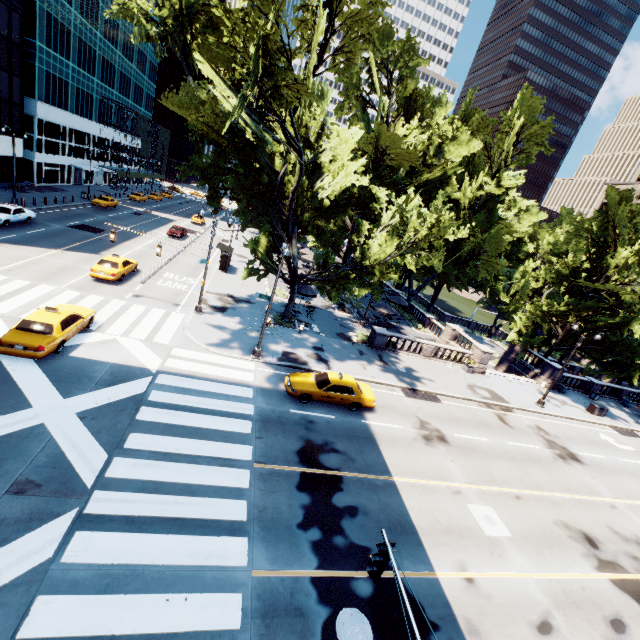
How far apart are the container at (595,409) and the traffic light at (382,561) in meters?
33.1

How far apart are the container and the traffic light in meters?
33.1

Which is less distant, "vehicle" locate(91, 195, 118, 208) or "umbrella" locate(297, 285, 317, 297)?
"umbrella" locate(297, 285, 317, 297)

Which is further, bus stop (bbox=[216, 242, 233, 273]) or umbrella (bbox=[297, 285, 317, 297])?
bus stop (bbox=[216, 242, 233, 273])

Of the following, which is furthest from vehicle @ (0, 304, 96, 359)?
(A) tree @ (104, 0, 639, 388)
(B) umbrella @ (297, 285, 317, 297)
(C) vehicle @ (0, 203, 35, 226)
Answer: (C) vehicle @ (0, 203, 35, 226)

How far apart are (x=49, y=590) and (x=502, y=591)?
13.4 meters

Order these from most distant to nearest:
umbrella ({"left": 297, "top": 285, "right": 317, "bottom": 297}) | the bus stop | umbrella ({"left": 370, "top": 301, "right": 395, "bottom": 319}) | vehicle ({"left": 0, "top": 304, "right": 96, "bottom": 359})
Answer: the bus stop → umbrella ({"left": 370, "top": 301, "right": 395, "bottom": 319}) → umbrella ({"left": 297, "top": 285, "right": 317, "bottom": 297}) → vehicle ({"left": 0, "top": 304, "right": 96, "bottom": 359})

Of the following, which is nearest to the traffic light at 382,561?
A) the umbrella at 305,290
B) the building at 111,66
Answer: the umbrella at 305,290
